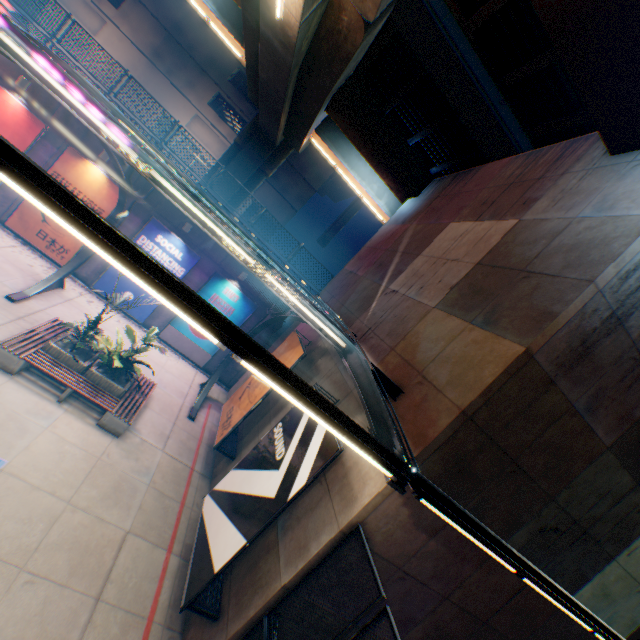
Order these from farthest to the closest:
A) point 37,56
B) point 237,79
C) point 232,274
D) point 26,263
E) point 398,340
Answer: point 237,79 → point 232,274 → point 26,263 → point 398,340 → point 37,56

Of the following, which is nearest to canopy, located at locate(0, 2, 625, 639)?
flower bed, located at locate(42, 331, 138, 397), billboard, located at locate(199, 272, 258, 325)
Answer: billboard, located at locate(199, 272, 258, 325)

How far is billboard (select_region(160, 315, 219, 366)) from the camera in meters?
15.8 m

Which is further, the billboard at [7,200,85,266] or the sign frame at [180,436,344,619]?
the billboard at [7,200,85,266]

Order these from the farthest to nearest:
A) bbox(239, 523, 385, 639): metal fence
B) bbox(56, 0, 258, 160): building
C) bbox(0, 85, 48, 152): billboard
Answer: bbox(56, 0, 258, 160): building
bbox(0, 85, 48, 152): billboard
bbox(239, 523, 385, 639): metal fence

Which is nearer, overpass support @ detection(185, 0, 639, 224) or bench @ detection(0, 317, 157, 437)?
overpass support @ detection(185, 0, 639, 224)

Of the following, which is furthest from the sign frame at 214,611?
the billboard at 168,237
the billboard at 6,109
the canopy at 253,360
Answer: the billboard at 6,109

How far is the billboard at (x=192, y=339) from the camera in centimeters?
1577cm
